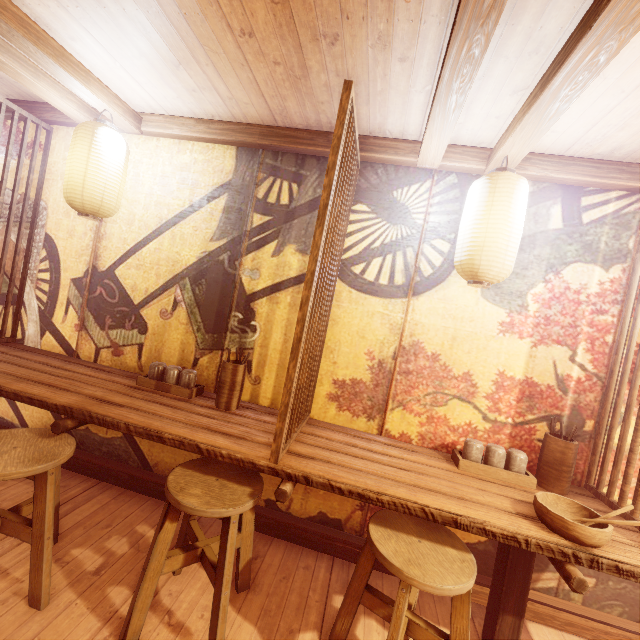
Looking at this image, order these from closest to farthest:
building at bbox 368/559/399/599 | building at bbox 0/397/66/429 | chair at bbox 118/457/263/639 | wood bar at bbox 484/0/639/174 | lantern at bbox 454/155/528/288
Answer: wood bar at bbox 484/0/639/174 < chair at bbox 118/457/263/639 < lantern at bbox 454/155/528/288 < building at bbox 368/559/399/599 < building at bbox 0/397/66/429

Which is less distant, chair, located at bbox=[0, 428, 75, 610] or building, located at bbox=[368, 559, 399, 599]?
chair, located at bbox=[0, 428, 75, 610]

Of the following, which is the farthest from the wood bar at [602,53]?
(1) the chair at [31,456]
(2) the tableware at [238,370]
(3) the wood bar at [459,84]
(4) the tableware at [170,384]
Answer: (1) the chair at [31,456]

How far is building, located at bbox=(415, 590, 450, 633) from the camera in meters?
3.5 m

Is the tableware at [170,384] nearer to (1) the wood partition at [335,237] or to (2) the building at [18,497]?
(2) the building at [18,497]

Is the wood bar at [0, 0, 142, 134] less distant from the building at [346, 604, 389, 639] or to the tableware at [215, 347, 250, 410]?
the building at [346, 604, 389, 639]

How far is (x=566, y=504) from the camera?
3.0 meters

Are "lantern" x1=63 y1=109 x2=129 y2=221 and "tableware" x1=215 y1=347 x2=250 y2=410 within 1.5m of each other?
no
